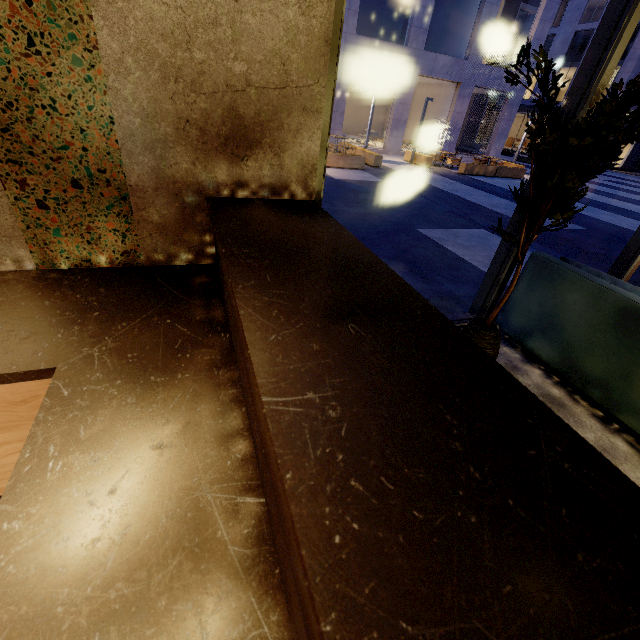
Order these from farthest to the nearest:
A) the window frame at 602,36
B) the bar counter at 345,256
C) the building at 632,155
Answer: the building at 632,155 → the window frame at 602,36 → the bar counter at 345,256

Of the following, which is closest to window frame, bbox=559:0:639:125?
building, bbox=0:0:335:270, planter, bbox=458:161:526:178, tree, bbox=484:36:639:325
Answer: building, bbox=0:0:335:270

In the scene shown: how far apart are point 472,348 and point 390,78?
26.4m

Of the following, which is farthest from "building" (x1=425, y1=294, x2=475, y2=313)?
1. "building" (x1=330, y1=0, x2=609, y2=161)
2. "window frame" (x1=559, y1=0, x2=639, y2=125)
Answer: "building" (x1=330, y1=0, x2=609, y2=161)

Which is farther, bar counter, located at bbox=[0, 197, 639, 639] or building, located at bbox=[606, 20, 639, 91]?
building, located at bbox=[606, 20, 639, 91]

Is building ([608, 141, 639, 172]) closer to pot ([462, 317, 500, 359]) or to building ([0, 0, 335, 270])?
building ([0, 0, 335, 270])

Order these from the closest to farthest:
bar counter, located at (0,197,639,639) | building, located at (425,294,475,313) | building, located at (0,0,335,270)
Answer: bar counter, located at (0,197,639,639) < building, located at (0,0,335,270) < building, located at (425,294,475,313)

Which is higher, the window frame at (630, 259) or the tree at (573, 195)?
the tree at (573, 195)
